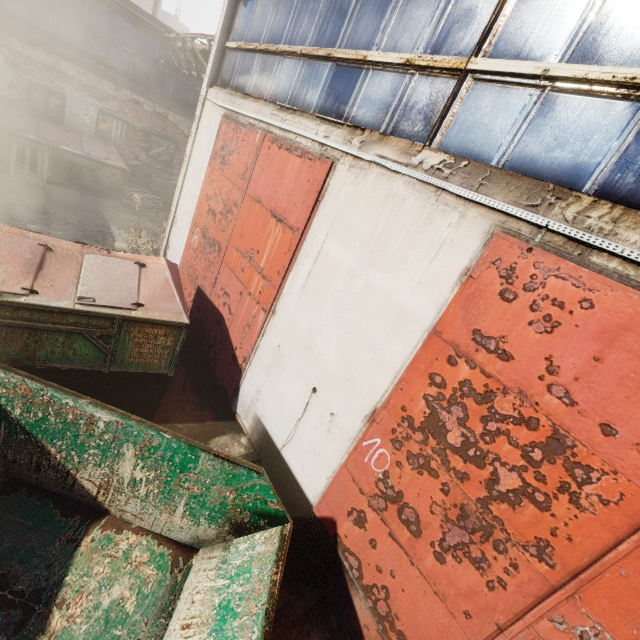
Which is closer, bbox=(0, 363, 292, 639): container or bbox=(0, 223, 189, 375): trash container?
bbox=(0, 363, 292, 639): container

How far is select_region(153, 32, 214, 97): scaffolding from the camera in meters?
9.5 m

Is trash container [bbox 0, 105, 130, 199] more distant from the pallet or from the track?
the track

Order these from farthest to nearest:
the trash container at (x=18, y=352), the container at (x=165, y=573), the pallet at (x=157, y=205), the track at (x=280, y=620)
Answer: the pallet at (x=157, y=205) < the trash container at (x=18, y=352) < the track at (x=280, y=620) < the container at (x=165, y=573)

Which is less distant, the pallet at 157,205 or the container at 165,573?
the container at 165,573

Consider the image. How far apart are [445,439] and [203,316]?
5.16m

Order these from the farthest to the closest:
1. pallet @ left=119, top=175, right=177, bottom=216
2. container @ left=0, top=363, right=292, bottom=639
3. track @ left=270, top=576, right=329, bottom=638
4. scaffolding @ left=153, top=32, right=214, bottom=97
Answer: pallet @ left=119, top=175, right=177, bottom=216 < scaffolding @ left=153, top=32, right=214, bottom=97 < track @ left=270, top=576, right=329, bottom=638 < container @ left=0, top=363, right=292, bottom=639

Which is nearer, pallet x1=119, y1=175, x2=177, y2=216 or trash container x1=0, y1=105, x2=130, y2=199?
trash container x1=0, y1=105, x2=130, y2=199
